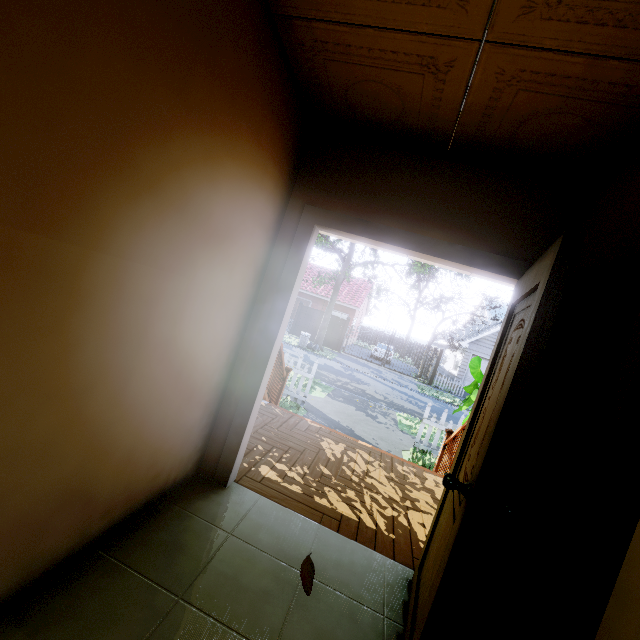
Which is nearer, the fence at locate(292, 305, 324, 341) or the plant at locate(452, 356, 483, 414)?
the plant at locate(452, 356, 483, 414)

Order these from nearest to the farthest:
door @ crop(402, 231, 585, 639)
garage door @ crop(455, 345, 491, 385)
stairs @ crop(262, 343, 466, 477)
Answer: door @ crop(402, 231, 585, 639)
stairs @ crop(262, 343, 466, 477)
garage door @ crop(455, 345, 491, 385)

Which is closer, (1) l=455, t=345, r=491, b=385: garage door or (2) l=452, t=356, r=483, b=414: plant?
(2) l=452, t=356, r=483, b=414: plant

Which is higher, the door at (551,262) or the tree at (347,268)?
the tree at (347,268)

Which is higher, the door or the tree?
the tree

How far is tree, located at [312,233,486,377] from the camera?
15.7 meters

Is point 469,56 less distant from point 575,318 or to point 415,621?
point 575,318

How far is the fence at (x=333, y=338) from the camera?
23.4 meters
